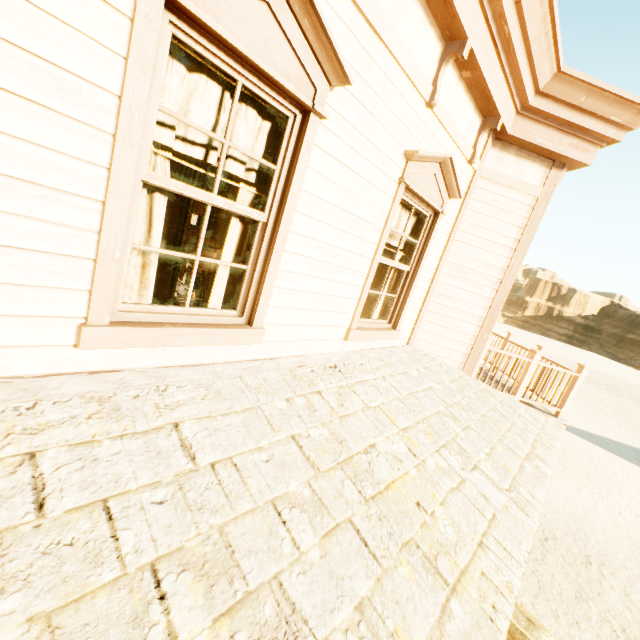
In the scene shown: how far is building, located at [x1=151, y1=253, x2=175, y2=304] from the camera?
4.9m

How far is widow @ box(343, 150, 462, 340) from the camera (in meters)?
3.44

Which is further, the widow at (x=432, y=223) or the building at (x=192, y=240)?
the building at (x=192, y=240)

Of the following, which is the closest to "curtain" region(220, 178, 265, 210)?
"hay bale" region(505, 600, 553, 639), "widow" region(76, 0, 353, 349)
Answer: "widow" region(76, 0, 353, 349)

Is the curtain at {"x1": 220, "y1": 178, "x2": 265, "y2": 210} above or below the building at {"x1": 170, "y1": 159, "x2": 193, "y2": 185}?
below

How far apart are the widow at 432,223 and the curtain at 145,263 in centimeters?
136cm

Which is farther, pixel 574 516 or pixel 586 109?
pixel 574 516

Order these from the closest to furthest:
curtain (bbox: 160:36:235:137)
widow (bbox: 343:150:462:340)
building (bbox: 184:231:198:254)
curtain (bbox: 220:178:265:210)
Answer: curtain (bbox: 160:36:235:137)
curtain (bbox: 220:178:265:210)
widow (bbox: 343:150:462:340)
building (bbox: 184:231:198:254)
